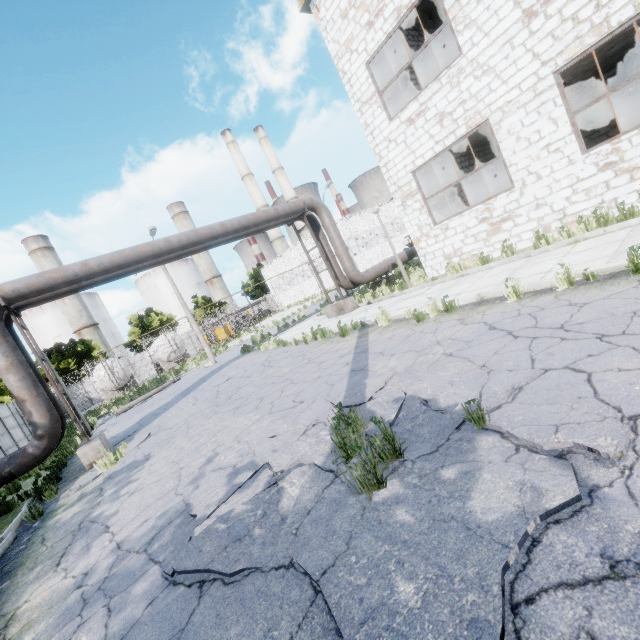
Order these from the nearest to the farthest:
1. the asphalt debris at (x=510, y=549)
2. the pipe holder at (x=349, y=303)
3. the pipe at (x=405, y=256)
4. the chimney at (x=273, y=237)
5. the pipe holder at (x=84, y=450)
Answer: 1. the asphalt debris at (x=510, y=549)
2. the pipe holder at (x=84, y=450)
3. the pipe holder at (x=349, y=303)
4. the pipe at (x=405, y=256)
5. the chimney at (x=273, y=237)

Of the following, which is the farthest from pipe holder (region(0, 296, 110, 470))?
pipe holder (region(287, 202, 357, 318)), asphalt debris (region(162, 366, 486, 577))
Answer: pipe holder (region(287, 202, 357, 318))

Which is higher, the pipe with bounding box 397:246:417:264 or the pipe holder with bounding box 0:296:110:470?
the pipe with bounding box 397:246:417:264

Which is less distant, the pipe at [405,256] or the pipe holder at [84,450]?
the pipe holder at [84,450]

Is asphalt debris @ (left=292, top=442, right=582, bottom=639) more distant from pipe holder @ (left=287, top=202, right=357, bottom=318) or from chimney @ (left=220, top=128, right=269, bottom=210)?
chimney @ (left=220, top=128, right=269, bottom=210)

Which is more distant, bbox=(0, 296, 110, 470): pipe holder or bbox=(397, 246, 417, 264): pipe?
bbox=(397, 246, 417, 264): pipe

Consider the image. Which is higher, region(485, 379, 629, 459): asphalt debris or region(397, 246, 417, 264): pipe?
region(397, 246, 417, 264): pipe

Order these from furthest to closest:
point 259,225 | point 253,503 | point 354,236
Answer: point 354,236 → point 259,225 → point 253,503
